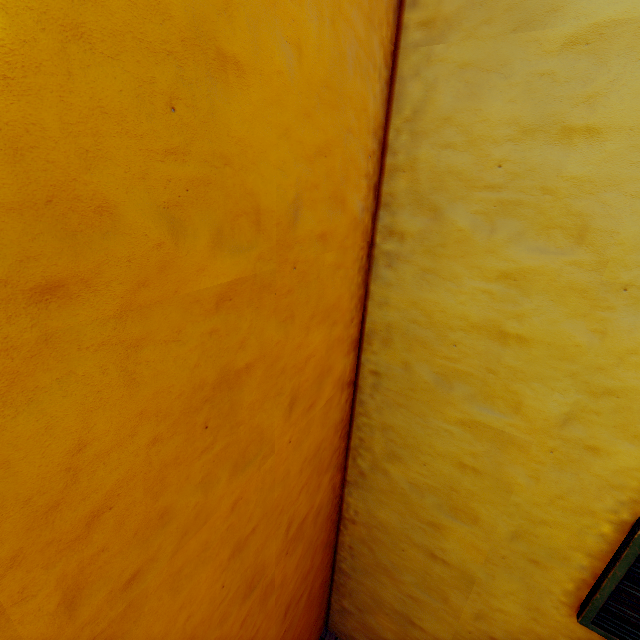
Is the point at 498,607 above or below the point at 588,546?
below
